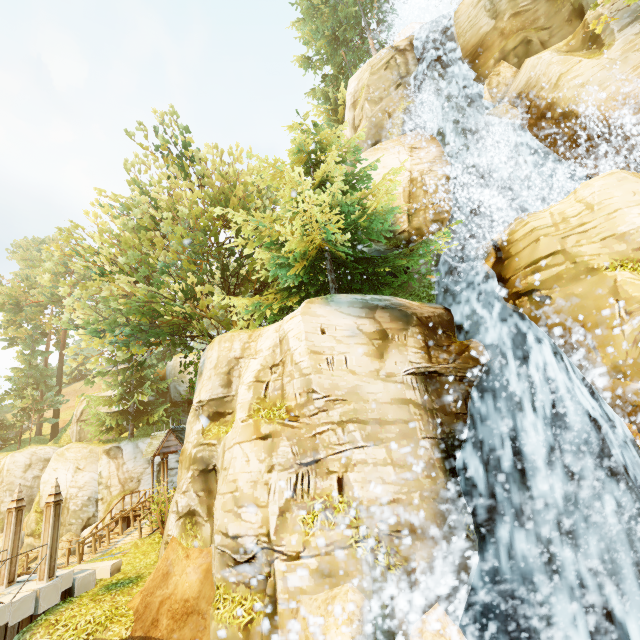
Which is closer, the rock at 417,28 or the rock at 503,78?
the rock at 503,78

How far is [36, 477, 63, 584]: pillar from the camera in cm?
932

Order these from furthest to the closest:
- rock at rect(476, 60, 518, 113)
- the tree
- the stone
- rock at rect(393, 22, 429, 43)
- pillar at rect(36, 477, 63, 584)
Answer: rock at rect(393, 22, 429, 43), rock at rect(476, 60, 518, 113), the tree, the stone, pillar at rect(36, 477, 63, 584)

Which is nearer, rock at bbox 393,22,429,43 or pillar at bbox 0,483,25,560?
pillar at bbox 0,483,25,560

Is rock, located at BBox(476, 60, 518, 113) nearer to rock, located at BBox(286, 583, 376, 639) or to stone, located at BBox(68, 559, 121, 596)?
rock, located at BBox(286, 583, 376, 639)

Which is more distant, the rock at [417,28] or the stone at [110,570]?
the rock at [417,28]

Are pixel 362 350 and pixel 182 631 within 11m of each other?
yes

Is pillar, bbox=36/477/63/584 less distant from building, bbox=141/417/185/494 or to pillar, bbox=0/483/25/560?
pillar, bbox=0/483/25/560
